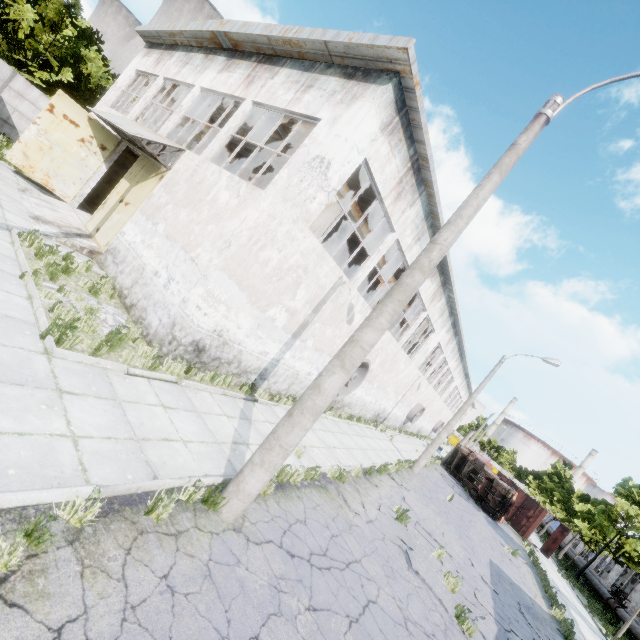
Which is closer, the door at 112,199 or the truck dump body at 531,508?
the door at 112,199

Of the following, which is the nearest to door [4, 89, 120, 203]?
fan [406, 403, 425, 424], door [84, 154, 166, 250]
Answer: door [84, 154, 166, 250]

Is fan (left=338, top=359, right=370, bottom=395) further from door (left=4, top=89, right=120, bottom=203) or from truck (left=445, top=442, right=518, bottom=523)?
truck (left=445, top=442, right=518, bottom=523)

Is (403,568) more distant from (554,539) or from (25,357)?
(554,539)

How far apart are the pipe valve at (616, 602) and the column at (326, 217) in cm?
3076

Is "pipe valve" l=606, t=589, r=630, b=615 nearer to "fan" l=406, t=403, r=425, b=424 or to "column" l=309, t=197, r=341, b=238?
"fan" l=406, t=403, r=425, b=424

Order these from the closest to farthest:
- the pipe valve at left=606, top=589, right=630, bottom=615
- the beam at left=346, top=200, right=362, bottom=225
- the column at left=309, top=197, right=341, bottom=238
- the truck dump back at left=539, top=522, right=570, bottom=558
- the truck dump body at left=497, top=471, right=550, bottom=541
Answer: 1. the column at left=309, top=197, right=341, bottom=238
2. the beam at left=346, top=200, right=362, bottom=225
3. the pipe valve at left=606, top=589, right=630, bottom=615
4. the truck dump back at left=539, top=522, right=570, bottom=558
5. the truck dump body at left=497, top=471, right=550, bottom=541

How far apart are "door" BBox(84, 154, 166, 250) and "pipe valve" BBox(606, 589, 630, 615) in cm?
3670
